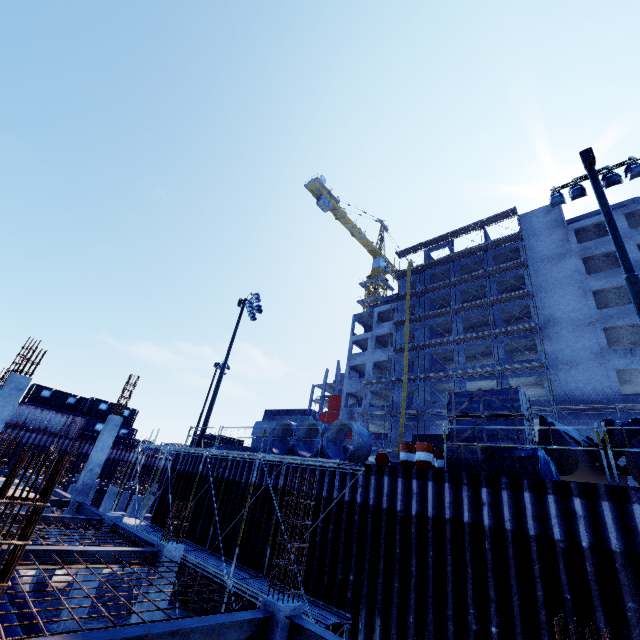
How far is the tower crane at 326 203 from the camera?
57.6 meters

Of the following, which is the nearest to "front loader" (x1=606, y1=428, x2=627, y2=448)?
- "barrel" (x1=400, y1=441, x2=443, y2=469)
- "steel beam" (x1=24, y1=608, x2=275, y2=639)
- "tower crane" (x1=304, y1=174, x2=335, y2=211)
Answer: "barrel" (x1=400, y1=441, x2=443, y2=469)

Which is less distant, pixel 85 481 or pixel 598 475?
pixel 598 475

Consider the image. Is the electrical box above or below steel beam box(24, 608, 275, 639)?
above

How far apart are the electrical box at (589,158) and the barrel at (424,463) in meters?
11.5

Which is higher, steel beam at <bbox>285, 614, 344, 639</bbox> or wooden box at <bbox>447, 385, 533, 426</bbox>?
wooden box at <bbox>447, 385, 533, 426</bbox>

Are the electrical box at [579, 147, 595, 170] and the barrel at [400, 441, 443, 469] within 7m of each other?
no

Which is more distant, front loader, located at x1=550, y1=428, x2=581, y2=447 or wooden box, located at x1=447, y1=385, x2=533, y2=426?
front loader, located at x1=550, y1=428, x2=581, y2=447
